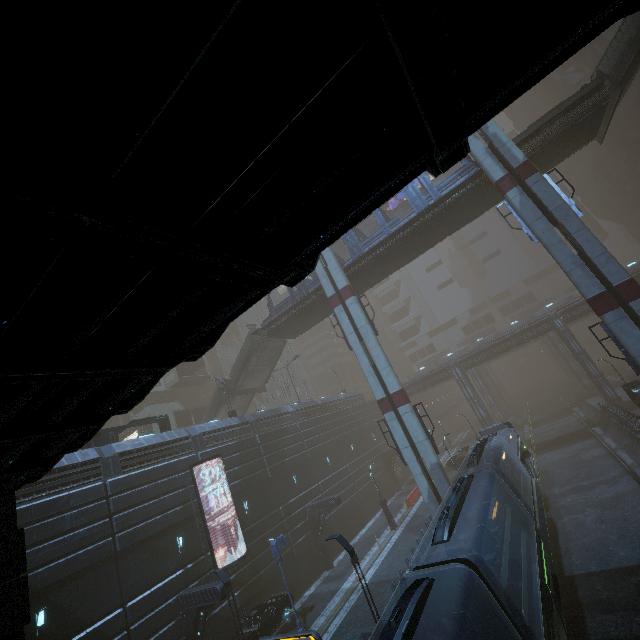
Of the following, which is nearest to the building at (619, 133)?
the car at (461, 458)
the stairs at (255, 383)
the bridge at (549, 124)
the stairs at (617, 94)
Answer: the car at (461, 458)

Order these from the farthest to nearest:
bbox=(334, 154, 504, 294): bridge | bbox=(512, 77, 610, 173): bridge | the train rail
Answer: bbox=(334, 154, 504, 294): bridge, bbox=(512, 77, 610, 173): bridge, the train rail

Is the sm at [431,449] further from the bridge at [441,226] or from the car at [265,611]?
the car at [265,611]

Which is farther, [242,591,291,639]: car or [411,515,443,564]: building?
[411,515,443,564]: building

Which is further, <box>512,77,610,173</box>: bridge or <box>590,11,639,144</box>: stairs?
<box>512,77,610,173</box>: bridge

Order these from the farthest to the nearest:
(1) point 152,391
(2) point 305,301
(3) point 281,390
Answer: (3) point 281,390, (1) point 152,391, (2) point 305,301

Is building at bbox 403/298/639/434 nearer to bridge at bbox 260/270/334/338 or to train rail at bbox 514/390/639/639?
train rail at bbox 514/390/639/639

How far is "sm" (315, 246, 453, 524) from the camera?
21.0 meters
